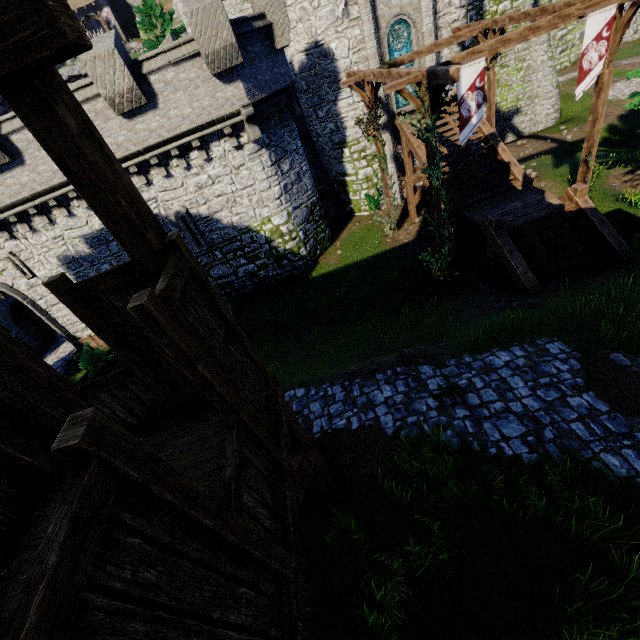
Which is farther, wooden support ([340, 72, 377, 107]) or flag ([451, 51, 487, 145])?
wooden support ([340, 72, 377, 107])

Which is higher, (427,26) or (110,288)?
(427,26)

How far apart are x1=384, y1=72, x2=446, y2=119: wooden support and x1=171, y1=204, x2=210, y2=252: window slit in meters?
10.4

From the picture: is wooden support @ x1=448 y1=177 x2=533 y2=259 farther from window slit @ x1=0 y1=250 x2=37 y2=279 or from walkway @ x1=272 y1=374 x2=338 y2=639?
window slit @ x1=0 y1=250 x2=37 y2=279

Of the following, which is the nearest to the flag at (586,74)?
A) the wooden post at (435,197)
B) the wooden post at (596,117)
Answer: the wooden post at (596,117)

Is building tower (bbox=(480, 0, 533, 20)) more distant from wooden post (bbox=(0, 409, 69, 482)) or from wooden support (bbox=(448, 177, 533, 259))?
wooden post (bbox=(0, 409, 69, 482))

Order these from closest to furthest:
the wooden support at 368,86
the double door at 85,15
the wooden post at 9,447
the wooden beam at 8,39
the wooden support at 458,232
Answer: the wooden beam at 8,39
the wooden post at 9,447
the wooden support at 458,232
the wooden support at 368,86
the double door at 85,15

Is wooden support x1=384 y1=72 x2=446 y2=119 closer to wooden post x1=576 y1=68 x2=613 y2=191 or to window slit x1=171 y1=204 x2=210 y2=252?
wooden post x1=576 y1=68 x2=613 y2=191
